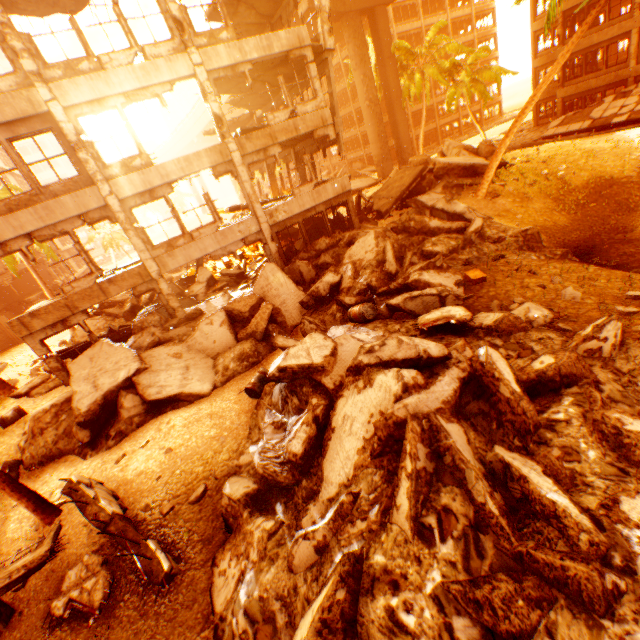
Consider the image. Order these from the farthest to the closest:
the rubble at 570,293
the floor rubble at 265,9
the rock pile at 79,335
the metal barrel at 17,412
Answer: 1. the rock pile at 79,335
2. the floor rubble at 265,9
3. the metal barrel at 17,412
4. the rubble at 570,293

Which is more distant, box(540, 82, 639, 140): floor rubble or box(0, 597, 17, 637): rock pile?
box(540, 82, 639, 140): floor rubble

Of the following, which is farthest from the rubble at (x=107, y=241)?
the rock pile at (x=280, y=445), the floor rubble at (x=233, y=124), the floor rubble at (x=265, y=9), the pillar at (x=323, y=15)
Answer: the floor rubble at (x=233, y=124)

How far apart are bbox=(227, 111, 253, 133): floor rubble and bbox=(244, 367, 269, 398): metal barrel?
20.4 meters

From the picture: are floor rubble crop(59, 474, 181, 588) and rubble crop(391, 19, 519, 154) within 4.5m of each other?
no

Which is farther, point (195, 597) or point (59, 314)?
point (59, 314)

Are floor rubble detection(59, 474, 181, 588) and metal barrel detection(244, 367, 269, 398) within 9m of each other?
yes

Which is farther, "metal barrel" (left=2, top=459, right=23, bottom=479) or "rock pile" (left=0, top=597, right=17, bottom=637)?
"metal barrel" (left=2, top=459, right=23, bottom=479)
